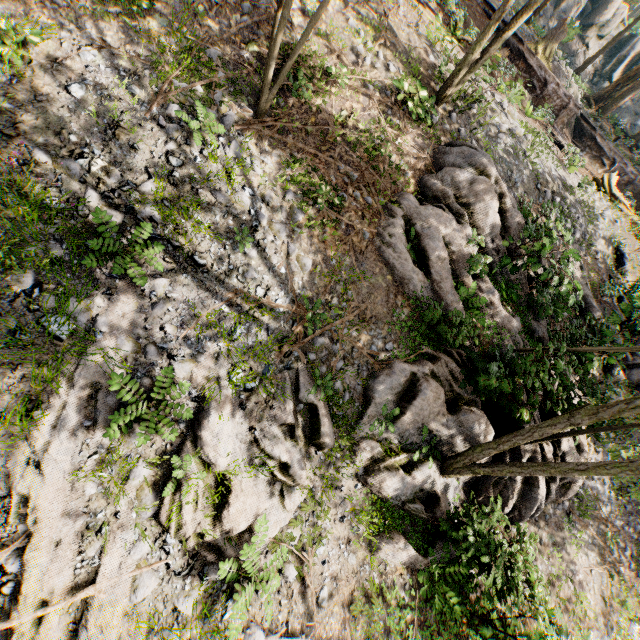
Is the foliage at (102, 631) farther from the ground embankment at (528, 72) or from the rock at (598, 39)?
the rock at (598, 39)

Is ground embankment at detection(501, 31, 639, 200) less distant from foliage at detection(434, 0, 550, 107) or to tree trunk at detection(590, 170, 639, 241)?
foliage at detection(434, 0, 550, 107)

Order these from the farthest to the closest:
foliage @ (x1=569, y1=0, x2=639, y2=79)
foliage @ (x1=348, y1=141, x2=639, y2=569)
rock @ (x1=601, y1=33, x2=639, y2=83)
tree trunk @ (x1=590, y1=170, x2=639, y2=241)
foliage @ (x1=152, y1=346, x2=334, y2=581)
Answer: rock @ (x1=601, y1=33, x2=639, y2=83)
foliage @ (x1=569, y1=0, x2=639, y2=79)
tree trunk @ (x1=590, y1=170, x2=639, y2=241)
foliage @ (x1=348, y1=141, x2=639, y2=569)
foliage @ (x1=152, y1=346, x2=334, y2=581)

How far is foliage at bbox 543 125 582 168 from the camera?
15.74m

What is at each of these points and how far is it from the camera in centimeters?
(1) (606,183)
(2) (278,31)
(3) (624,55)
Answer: (1) tree trunk, 1773cm
(2) foliage, 653cm
(3) rock, 3475cm

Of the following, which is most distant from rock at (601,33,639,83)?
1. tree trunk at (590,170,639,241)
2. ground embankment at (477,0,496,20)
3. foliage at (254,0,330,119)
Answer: tree trunk at (590,170,639,241)

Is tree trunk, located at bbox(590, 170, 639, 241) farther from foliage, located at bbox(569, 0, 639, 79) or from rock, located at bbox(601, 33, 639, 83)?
rock, located at bbox(601, 33, 639, 83)

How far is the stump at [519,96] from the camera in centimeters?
1375cm
